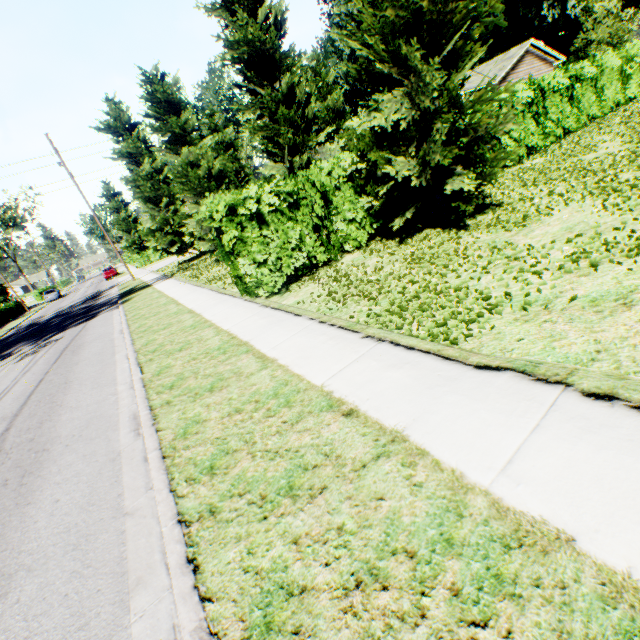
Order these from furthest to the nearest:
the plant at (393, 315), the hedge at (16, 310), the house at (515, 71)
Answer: the hedge at (16, 310) → the house at (515, 71) → the plant at (393, 315)

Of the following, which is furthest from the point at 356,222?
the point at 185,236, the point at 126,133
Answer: the point at 126,133

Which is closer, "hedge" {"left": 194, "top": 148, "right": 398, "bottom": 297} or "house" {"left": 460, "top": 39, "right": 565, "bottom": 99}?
"hedge" {"left": 194, "top": 148, "right": 398, "bottom": 297}

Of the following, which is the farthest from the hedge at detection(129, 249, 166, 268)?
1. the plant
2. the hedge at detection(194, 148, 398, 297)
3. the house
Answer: the plant

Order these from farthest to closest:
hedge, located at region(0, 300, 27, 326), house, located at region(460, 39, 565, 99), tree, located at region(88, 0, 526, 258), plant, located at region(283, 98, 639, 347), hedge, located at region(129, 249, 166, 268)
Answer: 1. hedge, located at region(129, 249, 166, 268)
2. hedge, located at region(0, 300, 27, 326)
3. house, located at region(460, 39, 565, 99)
4. tree, located at region(88, 0, 526, 258)
5. plant, located at region(283, 98, 639, 347)

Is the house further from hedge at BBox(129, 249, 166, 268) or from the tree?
hedge at BBox(129, 249, 166, 268)

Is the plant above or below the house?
below

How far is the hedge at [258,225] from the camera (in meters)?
7.93
